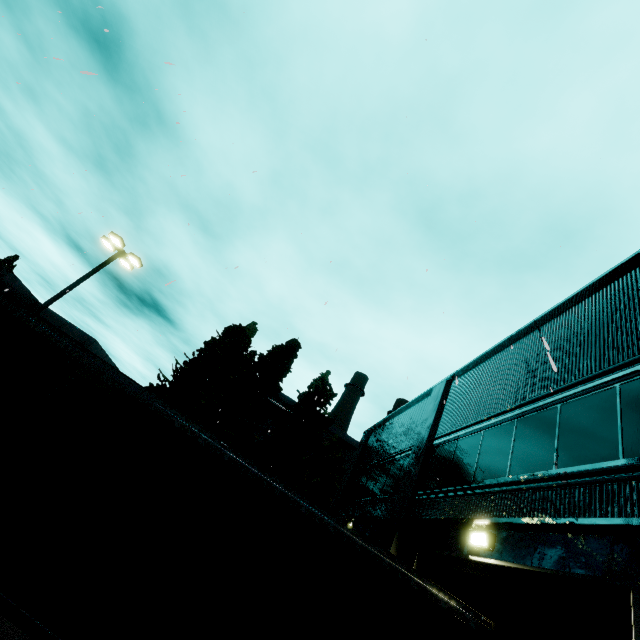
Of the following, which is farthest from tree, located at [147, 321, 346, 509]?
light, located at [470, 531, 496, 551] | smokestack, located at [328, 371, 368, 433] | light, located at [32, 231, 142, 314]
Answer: smokestack, located at [328, 371, 368, 433]

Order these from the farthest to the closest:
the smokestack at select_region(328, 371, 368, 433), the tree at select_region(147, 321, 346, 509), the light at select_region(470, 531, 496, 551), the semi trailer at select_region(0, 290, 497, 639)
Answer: the smokestack at select_region(328, 371, 368, 433) < the tree at select_region(147, 321, 346, 509) < the light at select_region(470, 531, 496, 551) < the semi trailer at select_region(0, 290, 497, 639)

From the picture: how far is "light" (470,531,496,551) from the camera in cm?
567

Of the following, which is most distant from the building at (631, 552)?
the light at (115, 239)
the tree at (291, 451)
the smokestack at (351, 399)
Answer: the light at (115, 239)

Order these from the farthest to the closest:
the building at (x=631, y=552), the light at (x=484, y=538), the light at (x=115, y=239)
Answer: the light at (x=115, y=239) → the light at (x=484, y=538) → the building at (x=631, y=552)

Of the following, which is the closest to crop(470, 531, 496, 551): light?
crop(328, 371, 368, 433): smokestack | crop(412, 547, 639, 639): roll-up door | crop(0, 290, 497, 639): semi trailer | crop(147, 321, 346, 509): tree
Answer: crop(412, 547, 639, 639): roll-up door

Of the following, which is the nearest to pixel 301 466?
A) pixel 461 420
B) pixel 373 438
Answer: pixel 373 438

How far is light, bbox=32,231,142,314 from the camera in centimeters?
1489cm
